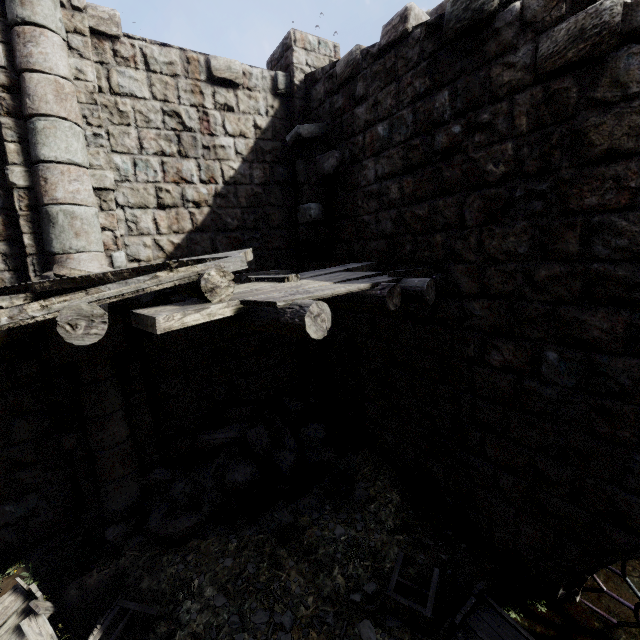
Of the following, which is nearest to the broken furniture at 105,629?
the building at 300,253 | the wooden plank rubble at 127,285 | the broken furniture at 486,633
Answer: the building at 300,253

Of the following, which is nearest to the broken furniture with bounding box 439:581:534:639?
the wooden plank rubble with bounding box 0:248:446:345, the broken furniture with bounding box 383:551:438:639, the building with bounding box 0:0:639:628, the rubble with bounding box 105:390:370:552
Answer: the broken furniture with bounding box 383:551:438:639

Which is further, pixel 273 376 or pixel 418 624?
pixel 273 376

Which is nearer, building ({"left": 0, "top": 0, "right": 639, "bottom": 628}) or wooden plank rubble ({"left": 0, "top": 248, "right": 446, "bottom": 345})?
wooden plank rubble ({"left": 0, "top": 248, "right": 446, "bottom": 345})

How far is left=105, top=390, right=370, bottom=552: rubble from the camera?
5.58m

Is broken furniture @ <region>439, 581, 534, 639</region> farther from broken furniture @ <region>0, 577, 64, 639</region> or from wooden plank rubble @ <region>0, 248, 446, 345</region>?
wooden plank rubble @ <region>0, 248, 446, 345</region>

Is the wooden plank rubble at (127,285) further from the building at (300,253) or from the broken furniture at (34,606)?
the broken furniture at (34,606)

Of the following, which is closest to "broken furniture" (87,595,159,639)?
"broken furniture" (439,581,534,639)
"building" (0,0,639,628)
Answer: "building" (0,0,639,628)
